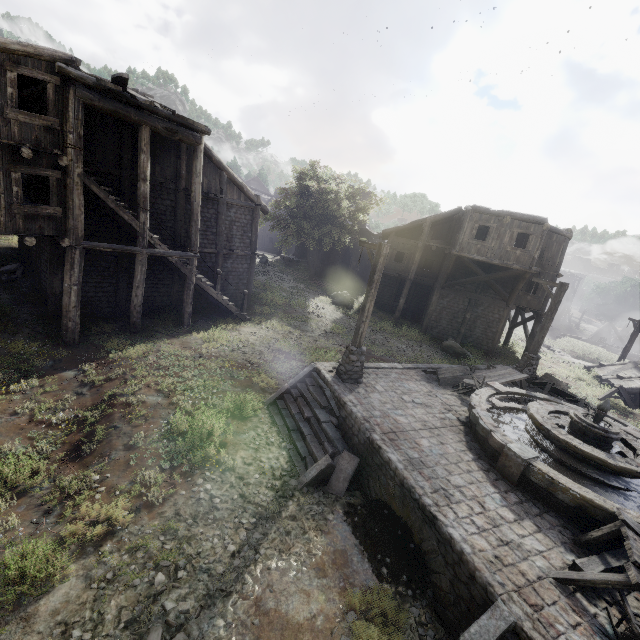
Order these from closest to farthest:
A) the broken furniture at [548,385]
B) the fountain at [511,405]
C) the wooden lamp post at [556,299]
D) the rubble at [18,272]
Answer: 1. the fountain at [511,405]
2. the broken furniture at [548,385]
3. the wooden lamp post at [556,299]
4. the rubble at [18,272]

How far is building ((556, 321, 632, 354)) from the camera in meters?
43.4

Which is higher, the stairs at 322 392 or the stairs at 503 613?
the stairs at 503 613

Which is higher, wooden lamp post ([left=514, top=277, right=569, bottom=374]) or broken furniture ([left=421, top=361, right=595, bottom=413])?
wooden lamp post ([left=514, top=277, right=569, bottom=374])

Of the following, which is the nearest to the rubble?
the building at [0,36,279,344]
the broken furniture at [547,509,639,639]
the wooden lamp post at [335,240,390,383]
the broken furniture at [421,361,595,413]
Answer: the building at [0,36,279,344]

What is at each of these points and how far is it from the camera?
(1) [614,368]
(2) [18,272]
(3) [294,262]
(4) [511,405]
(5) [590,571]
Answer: (1) building, 23.6m
(2) rubble, 15.4m
(3) building, 38.6m
(4) fountain, 11.0m
(5) broken furniture, 5.7m

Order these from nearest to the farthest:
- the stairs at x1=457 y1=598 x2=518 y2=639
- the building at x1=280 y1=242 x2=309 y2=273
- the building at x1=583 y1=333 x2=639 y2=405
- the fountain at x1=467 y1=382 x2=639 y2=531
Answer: the stairs at x1=457 y1=598 x2=518 y2=639 → the fountain at x1=467 y1=382 x2=639 y2=531 → the building at x1=583 y1=333 x2=639 y2=405 → the building at x1=280 y1=242 x2=309 y2=273

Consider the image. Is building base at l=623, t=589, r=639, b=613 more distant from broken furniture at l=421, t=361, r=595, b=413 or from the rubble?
the rubble
